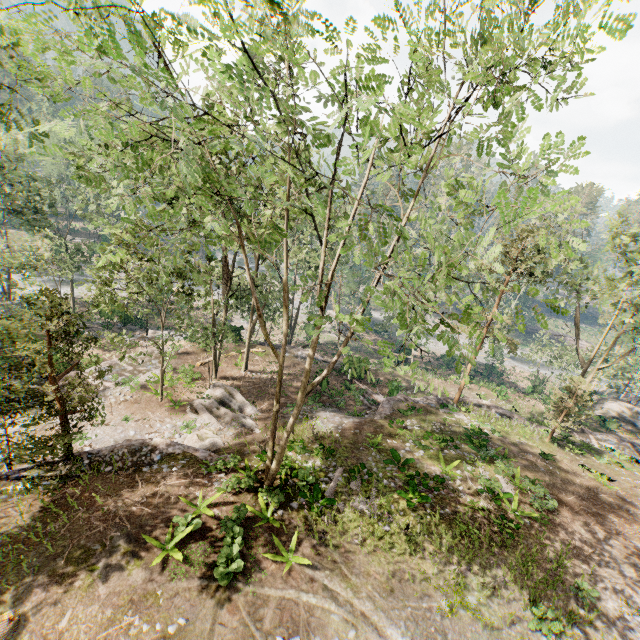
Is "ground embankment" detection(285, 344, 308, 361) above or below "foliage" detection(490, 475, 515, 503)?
below

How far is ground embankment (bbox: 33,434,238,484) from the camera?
13.99m

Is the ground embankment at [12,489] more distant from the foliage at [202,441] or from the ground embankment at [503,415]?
the ground embankment at [503,415]

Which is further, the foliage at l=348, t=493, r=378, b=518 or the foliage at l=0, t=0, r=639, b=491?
the foliage at l=348, t=493, r=378, b=518

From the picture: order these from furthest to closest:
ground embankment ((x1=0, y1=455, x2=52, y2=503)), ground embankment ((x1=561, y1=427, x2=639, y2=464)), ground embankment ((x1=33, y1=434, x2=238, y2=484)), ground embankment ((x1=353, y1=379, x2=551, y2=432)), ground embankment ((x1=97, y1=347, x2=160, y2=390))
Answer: ground embankment ((x1=561, y1=427, x2=639, y2=464))
ground embankment ((x1=353, y1=379, x2=551, y2=432))
ground embankment ((x1=97, y1=347, x2=160, y2=390))
ground embankment ((x1=33, y1=434, x2=238, y2=484))
ground embankment ((x1=0, y1=455, x2=52, y2=503))

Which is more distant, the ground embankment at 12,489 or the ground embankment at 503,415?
the ground embankment at 503,415

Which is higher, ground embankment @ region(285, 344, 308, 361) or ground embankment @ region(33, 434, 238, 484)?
ground embankment @ region(33, 434, 238, 484)

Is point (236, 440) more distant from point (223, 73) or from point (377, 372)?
point (223, 73)
